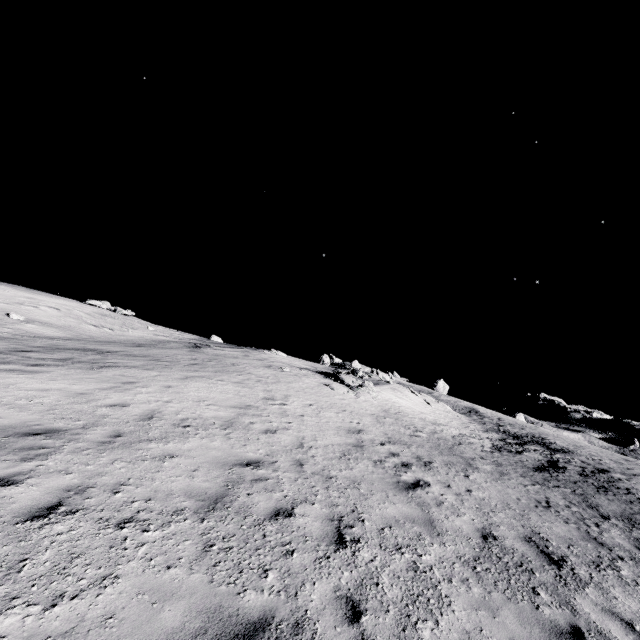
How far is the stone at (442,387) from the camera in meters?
56.3 m

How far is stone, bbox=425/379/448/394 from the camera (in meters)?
56.34

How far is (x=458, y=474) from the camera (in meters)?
9.80
